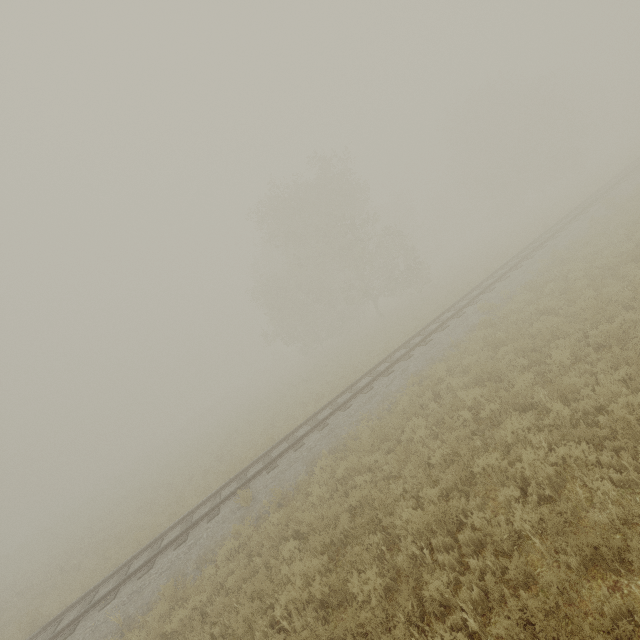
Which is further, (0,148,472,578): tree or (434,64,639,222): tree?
(434,64,639,222): tree

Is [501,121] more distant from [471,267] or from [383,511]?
[383,511]

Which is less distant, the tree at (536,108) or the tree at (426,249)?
the tree at (426,249)
